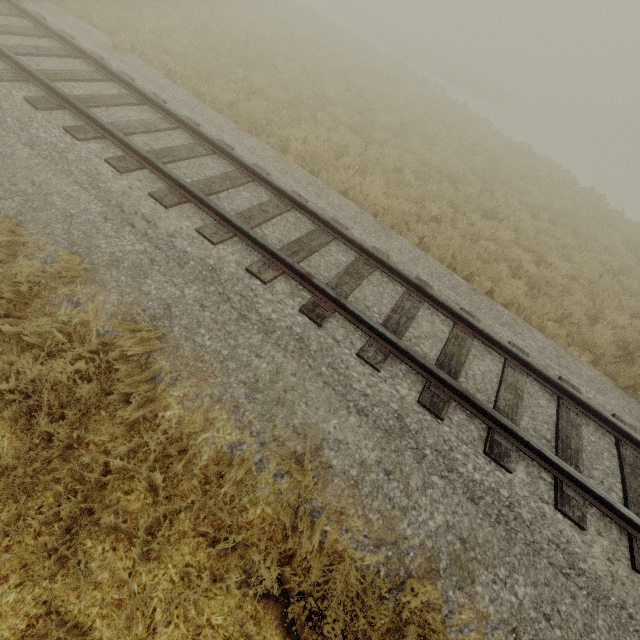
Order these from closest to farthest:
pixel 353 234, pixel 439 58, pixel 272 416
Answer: pixel 272 416 → pixel 353 234 → pixel 439 58
